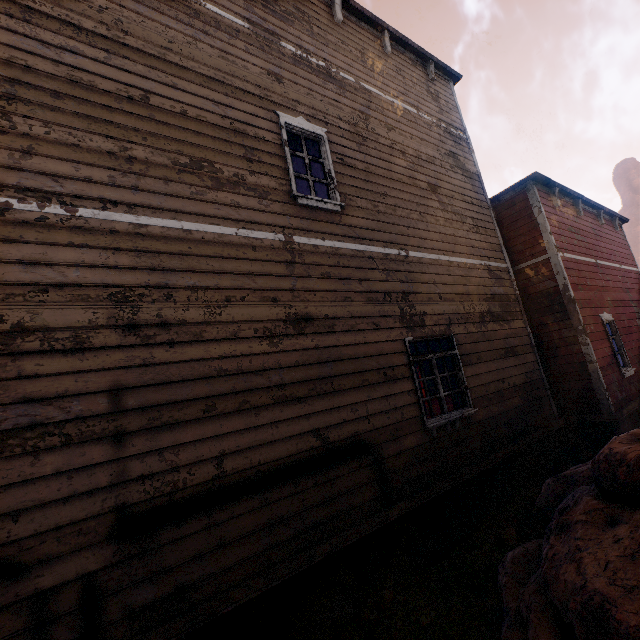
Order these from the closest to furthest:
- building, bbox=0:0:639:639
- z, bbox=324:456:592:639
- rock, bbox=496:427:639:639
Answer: rock, bbox=496:427:639:639 → building, bbox=0:0:639:639 → z, bbox=324:456:592:639

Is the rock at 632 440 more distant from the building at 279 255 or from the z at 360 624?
the building at 279 255

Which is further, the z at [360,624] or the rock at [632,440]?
the z at [360,624]

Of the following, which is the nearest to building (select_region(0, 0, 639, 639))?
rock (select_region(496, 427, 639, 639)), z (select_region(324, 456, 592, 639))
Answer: z (select_region(324, 456, 592, 639))

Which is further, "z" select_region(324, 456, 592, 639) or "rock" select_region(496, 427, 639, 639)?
"z" select_region(324, 456, 592, 639)

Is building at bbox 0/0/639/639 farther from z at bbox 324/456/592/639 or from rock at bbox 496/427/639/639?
rock at bbox 496/427/639/639

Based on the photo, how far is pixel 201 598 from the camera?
3.1m
